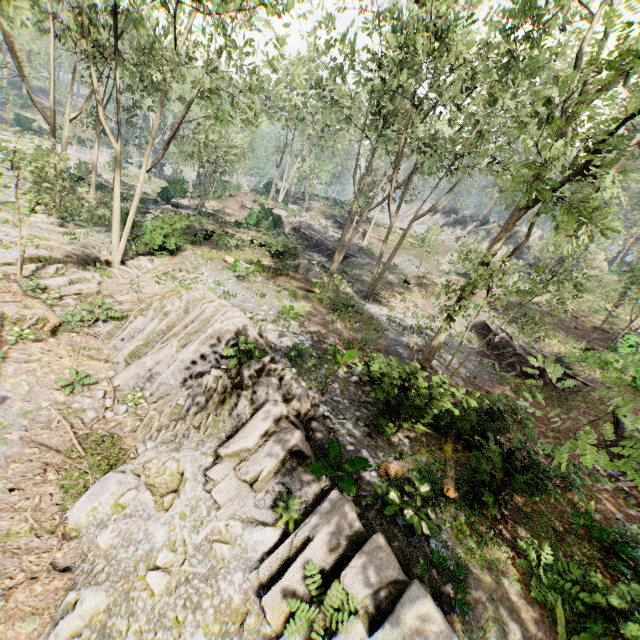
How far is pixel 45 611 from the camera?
6.22m

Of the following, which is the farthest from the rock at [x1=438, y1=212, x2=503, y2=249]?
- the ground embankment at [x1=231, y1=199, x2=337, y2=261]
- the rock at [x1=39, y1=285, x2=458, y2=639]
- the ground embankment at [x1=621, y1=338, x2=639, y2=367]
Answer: the rock at [x1=39, y1=285, x2=458, y2=639]

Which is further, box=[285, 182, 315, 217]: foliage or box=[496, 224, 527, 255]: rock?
box=[496, 224, 527, 255]: rock

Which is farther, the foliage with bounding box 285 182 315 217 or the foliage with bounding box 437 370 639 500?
the foliage with bounding box 285 182 315 217

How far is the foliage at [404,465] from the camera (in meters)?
8.39

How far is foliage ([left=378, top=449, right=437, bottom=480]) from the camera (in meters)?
8.39

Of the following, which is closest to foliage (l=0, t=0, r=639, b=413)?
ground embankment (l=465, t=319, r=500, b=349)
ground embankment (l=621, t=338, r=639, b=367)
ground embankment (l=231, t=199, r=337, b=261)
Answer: ground embankment (l=231, t=199, r=337, b=261)

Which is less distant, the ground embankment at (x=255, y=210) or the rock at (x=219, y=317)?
the rock at (x=219, y=317)
